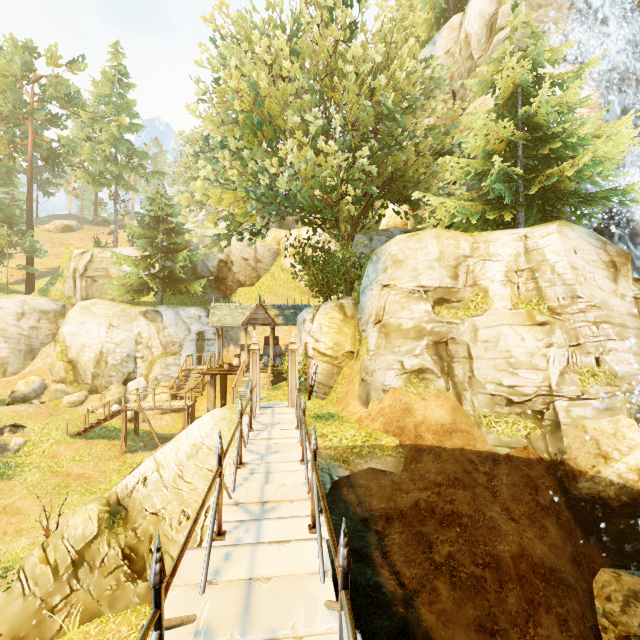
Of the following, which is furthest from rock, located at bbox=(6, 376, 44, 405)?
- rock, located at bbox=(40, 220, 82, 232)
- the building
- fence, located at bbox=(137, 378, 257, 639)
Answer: rock, located at bbox=(40, 220, 82, 232)

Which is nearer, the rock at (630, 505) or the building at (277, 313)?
the rock at (630, 505)

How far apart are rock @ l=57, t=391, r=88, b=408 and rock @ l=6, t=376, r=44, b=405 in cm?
270

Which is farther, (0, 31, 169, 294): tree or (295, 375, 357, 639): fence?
(0, 31, 169, 294): tree

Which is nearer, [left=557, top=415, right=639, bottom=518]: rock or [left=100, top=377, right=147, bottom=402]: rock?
[left=557, top=415, right=639, bottom=518]: rock

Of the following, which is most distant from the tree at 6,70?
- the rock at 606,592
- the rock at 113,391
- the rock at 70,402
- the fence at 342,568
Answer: the rock at 606,592

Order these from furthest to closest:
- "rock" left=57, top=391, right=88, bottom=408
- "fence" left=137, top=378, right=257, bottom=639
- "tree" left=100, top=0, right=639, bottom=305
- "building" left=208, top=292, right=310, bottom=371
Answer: "rock" left=57, top=391, right=88, bottom=408 < "building" left=208, top=292, right=310, bottom=371 < "tree" left=100, top=0, right=639, bottom=305 < "fence" left=137, top=378, right=257, bottom=639

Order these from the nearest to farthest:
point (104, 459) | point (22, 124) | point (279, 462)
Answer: point (279, 462), point (104, 459), point (22, 124)
